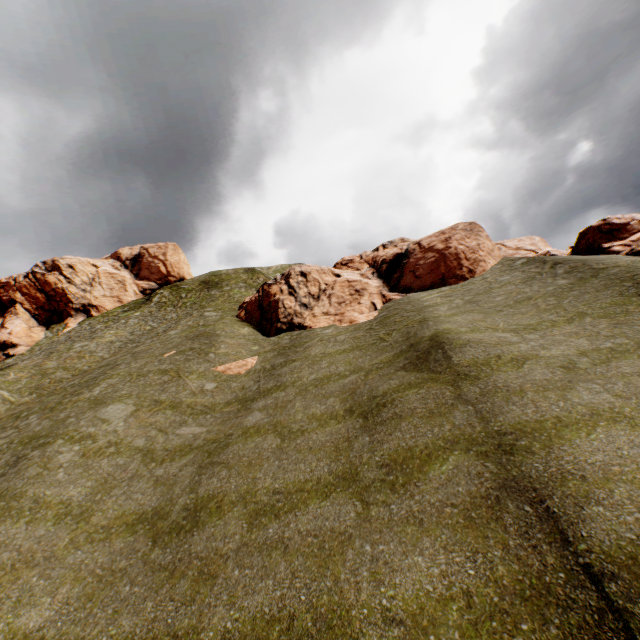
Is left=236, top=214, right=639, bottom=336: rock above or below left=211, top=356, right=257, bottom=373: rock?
above

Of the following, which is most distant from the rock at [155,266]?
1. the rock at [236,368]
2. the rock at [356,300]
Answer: the rock at [236,368]

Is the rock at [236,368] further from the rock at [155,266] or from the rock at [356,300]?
the rock at [155,266]

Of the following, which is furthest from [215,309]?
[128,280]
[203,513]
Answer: [203,513]

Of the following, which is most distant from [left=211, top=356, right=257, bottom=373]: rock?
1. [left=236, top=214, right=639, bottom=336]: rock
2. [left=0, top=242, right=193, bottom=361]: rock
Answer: [left=0, top=242, right=193, bottom=361]: rock

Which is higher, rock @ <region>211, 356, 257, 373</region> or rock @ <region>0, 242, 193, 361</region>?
rock @ <region>0, 242, 193, 361</region>

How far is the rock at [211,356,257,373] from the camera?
20.12m
